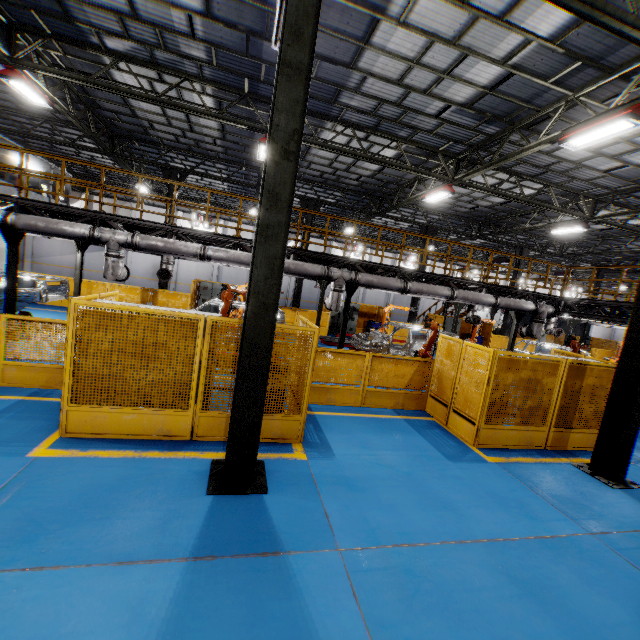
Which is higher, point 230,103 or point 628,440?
point 230,103

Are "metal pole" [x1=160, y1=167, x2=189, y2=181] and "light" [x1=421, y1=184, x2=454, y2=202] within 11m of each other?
no

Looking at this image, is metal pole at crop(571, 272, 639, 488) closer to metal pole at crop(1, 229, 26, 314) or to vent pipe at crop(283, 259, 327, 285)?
vent pipe at crop(283, 259, 327, 285)

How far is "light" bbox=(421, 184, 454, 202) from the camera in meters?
13.4

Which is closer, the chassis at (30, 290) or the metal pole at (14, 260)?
the metal pole at (14, 260)

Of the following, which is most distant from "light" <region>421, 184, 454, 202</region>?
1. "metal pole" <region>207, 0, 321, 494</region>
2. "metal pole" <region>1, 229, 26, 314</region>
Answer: "metal pole" <region>1, 229, 26, 314</region>

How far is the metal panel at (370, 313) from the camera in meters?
22.0

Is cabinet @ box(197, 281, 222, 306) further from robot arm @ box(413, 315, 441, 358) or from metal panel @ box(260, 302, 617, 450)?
robot arm @ box(413, 315, 441, 358)
